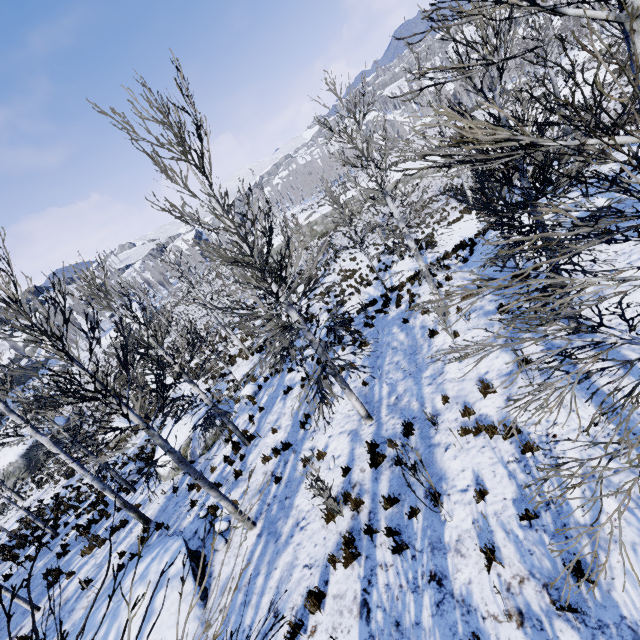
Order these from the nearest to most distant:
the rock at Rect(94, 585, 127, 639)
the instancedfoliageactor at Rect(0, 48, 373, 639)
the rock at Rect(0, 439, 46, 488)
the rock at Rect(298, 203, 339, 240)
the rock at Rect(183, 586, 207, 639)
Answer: the instancedfoliageactor at Rect(0, 48, 373, 639) → the rock at Rect(183, 586, 207, 639) → the rock at Rect(94, 585, 127, 639) → the rock at Rect(0, 439, 46, 488) → the rock at Rect(298, 203, 339, 240)

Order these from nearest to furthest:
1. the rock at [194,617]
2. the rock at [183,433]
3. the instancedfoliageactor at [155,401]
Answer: the instancedfoliageactor at [155,401] < the rock at [194,617] < the rock at [183,433]

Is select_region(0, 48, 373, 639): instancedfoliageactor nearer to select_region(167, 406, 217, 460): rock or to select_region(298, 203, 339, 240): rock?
select_region(167, 406, 217, 460): rock

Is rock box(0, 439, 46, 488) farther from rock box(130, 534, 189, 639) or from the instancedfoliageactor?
rock box(130, 534, 189, 639)

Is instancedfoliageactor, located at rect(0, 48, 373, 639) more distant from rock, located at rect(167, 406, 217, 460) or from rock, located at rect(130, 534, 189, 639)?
rock, located at rect(130, 534, 189, 639)

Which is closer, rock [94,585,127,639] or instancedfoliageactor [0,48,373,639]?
instancedfoliageactor [0,48,373,639]

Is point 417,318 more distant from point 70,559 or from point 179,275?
point 70,559

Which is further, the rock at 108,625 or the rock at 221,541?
the rock at 221,541
